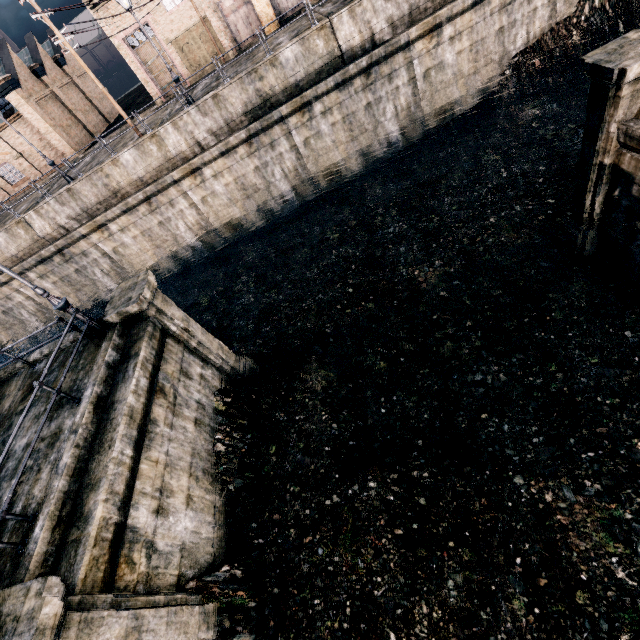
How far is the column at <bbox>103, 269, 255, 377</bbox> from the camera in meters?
10.5

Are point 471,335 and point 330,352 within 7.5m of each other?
yes

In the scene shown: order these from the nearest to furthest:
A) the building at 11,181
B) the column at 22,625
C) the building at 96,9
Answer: the column at 22,625 < the building at 96,9 < the building at 11,181

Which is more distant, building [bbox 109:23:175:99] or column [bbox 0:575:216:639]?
building [bbox 109:23:175:99]

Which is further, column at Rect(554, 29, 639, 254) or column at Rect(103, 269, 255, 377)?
column at Rect(103, 269, 255, 377)

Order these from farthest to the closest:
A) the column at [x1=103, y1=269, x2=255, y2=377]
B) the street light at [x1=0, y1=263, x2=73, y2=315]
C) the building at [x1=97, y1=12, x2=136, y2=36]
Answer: the building at [x1=97, y1=12, x2=136, y2=36] → the column at [x1=103, y1=269, x2=255, y2=377] → the street light at [x1=0, y1=263, x2=73, y2=315]

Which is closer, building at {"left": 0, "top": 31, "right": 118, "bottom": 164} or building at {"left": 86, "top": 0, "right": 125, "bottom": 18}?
building at {"left": 86, "top": 0, "right": 125, "bottom": 18}

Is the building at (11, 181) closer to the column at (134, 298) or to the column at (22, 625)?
the column at (134, 298)
